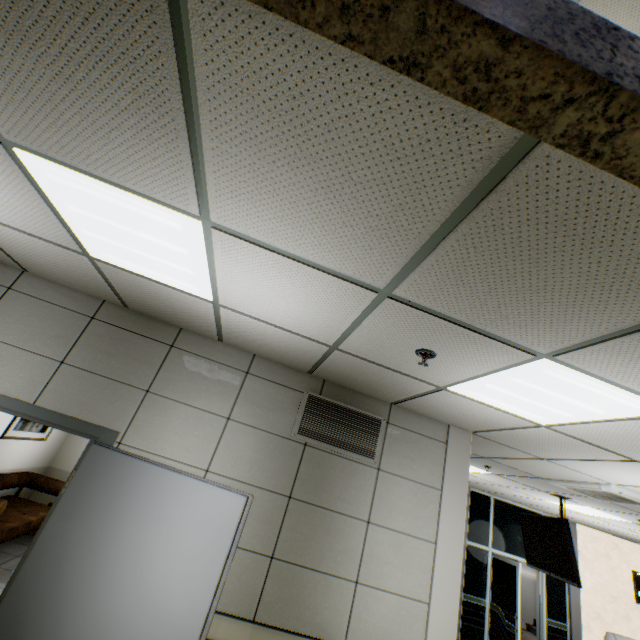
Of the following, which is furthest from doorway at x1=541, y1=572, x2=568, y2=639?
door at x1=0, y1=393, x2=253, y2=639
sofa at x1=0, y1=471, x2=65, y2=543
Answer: sofa at x1=0, y1=471, x2=65, y2=543

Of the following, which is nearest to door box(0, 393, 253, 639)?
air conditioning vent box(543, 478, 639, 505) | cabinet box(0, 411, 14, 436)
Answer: cabinet box(0, 411, 14, 436)

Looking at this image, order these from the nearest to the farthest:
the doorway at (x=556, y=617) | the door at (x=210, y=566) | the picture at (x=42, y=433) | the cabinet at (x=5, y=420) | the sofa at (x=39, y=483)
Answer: the door at (x=210, y=566)
the cabinet at (x=5, y=420)
the sofa at (x=39, y=483)
the picture at (x=42, y=433)
the doorway at (x=556, y=617)

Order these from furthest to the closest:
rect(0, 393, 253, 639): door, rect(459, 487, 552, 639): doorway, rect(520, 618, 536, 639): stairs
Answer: rect(520, 618, 536, 639): stairs, rect(459, 487, 552, 639): doorway, rect(0, 393, 253, 639): door

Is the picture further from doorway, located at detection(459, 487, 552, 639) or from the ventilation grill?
doorway, located at detection(459, 487, 552, 639)

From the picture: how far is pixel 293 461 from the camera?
3.2m

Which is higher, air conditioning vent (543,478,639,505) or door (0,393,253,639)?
air conditioning vent (543,478,639,505)

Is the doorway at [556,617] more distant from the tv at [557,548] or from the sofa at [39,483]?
the sofa at [39,483]
